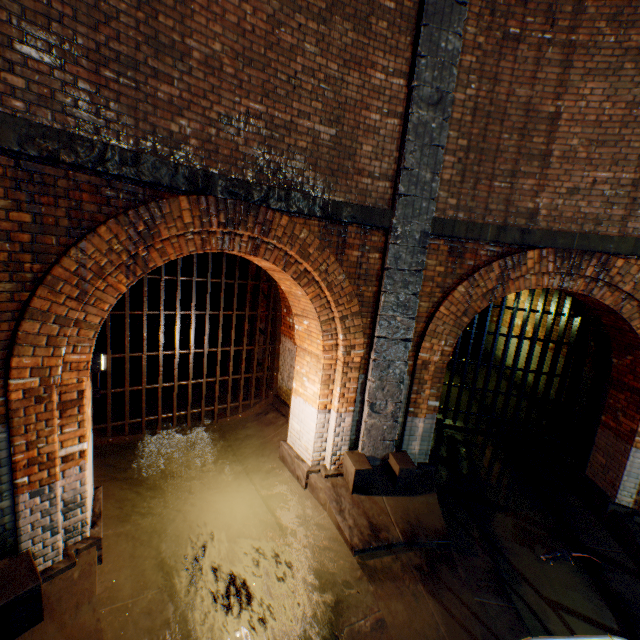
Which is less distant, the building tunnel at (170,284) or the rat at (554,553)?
the rat at (554,553)

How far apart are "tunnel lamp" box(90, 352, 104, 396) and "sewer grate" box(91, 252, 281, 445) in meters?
2.1 m

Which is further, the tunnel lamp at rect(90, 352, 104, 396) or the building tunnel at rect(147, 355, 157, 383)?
the building tunnel at rect(147, 355, 157, 383)

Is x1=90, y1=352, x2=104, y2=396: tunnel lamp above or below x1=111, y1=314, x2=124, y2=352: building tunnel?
above

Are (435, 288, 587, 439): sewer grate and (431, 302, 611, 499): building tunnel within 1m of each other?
yes

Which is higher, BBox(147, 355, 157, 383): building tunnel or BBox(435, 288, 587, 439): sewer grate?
BBox(435, 288, 587, 439): sewer grate

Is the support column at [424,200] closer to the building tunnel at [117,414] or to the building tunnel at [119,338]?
the building tunnel at [117,414]

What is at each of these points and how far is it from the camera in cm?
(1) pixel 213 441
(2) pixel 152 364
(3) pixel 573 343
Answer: (1) building tunnel, 720
(2) building tunnel, 1131
(3) sewer grate, 808
